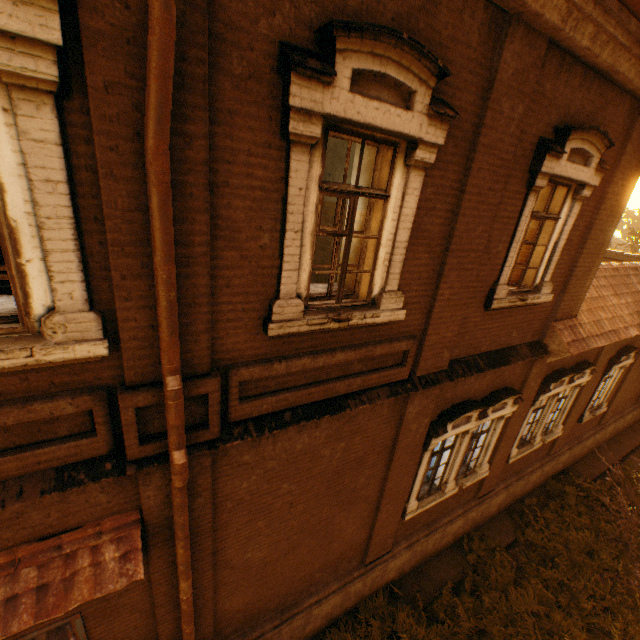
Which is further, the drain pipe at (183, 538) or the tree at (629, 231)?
the tree at (629, 231)

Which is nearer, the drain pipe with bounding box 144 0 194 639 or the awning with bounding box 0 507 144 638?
the drain pipe with bounding box 144 0 194 639

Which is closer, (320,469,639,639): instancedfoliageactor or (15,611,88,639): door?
(15,611,88,639): door

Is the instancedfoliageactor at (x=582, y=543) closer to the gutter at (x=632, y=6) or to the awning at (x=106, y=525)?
the awning at (x=106, y=525)

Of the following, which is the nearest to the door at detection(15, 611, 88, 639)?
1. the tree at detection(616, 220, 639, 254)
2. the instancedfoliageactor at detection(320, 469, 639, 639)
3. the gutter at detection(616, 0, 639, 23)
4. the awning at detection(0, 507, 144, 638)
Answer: the awning at detection(0, 507, 144, 638)

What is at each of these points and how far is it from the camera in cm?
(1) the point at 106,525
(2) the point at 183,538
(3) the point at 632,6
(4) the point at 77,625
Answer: (1) awning, 352
(2) drain pipe, 381
(3) gutter, 344
(4) door, 388

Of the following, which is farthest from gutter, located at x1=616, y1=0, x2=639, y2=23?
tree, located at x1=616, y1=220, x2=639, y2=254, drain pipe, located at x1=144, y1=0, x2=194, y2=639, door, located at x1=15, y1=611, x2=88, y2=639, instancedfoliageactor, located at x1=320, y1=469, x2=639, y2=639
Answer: instancedfoliageactor, located at x1=320, y1=469, x2=639, y2=639

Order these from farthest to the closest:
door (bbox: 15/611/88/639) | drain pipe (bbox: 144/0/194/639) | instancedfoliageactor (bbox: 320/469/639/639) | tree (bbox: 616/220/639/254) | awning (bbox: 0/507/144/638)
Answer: tree (bbox: 616/220/639/254) < instancedfoliageactor (bbox: 320/469/639/639) < door (bbox: 15/611/88/639) < awning (bbox: 0/507/144/638) < drain pipe (bbox: 144/0/194/639)
